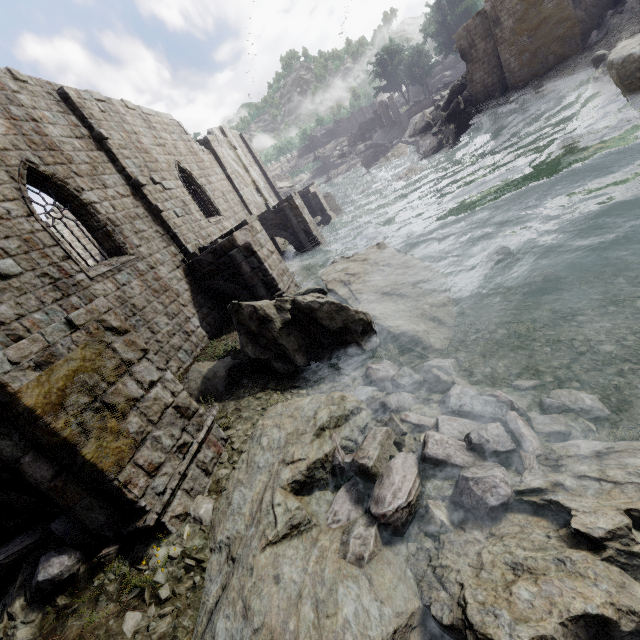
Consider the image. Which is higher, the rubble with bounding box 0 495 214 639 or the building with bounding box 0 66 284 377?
the building with bounding box 0 66 284 377

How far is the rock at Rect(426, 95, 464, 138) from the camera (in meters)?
34.34

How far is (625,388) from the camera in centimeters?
510cm

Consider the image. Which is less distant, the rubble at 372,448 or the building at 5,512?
the rubble at 372,448

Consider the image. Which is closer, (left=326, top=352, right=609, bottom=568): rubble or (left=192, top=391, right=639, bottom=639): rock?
(left=192, top=391, right=639, bottom=639): rock

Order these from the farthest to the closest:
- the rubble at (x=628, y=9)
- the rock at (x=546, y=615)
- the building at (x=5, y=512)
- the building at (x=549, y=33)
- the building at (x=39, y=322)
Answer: the building at (x=549, y=33) → the rubble at (x=628, y=9) → the building at (x=39, y=322) → the building at (x=5, y=512) → the rock at (x=546, y=615)

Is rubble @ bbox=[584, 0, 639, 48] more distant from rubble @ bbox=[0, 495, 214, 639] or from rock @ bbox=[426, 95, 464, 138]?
rubble @ bbox=[0, 495, 214, 639]

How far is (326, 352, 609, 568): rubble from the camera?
4.2m
